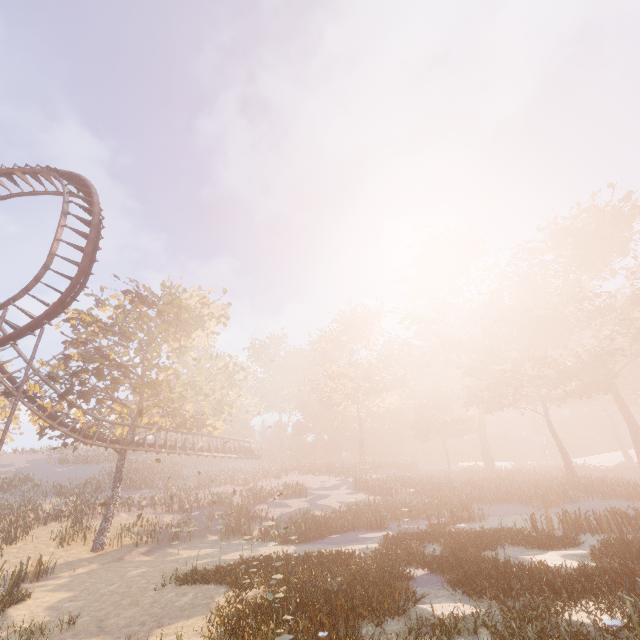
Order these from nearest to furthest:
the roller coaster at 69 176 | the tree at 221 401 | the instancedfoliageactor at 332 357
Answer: the instancedfoliageactor at 332 357
the roller coaster at 69 176
the tree at 221 401

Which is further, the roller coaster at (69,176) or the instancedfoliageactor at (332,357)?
the roller coaster at (69,176)

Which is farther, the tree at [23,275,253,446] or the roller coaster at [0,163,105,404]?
the tree at [23,275,253,446]

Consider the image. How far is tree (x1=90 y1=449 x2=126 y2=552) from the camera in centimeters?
2148cm

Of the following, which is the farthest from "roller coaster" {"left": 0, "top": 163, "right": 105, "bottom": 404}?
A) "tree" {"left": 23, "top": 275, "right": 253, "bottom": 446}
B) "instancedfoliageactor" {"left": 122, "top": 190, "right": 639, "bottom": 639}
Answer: "instancedfoliageactor" {"left": 122, "top": 190, "right": 639, "bottom": 639}

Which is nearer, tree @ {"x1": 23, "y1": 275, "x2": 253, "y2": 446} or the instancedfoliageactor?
the instancedfoliageactor

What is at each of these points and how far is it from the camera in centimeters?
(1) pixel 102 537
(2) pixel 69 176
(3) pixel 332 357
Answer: (1) tree, 2162cm
(2) roller coaster, 1916cm
(3) instancedfoliageactor, 5888cm
